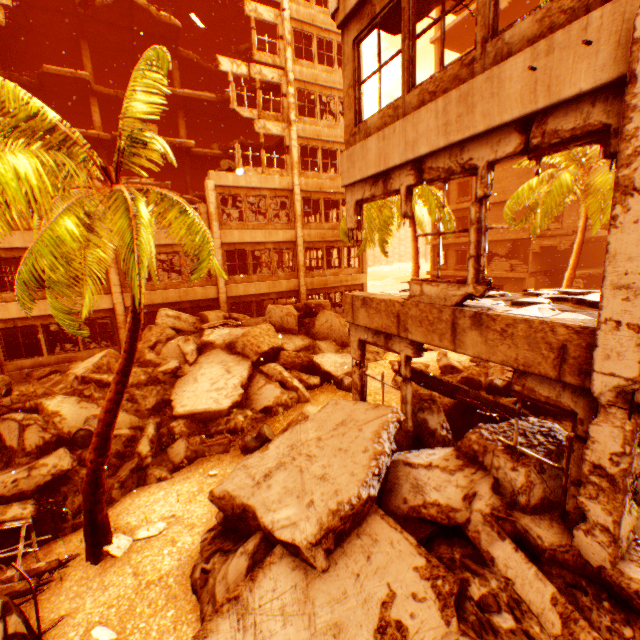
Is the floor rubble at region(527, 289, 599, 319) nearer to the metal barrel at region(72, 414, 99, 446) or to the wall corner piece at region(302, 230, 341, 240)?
the metal barrel at region(72, 414, 99, 446)

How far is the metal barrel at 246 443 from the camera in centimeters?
910cm

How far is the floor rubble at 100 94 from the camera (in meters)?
19.28

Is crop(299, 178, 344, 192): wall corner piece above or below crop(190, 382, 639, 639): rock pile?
above

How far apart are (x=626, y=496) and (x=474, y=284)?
2.8 meters

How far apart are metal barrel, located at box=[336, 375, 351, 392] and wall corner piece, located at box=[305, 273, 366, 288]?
9.8m

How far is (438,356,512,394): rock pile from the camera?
10.0m

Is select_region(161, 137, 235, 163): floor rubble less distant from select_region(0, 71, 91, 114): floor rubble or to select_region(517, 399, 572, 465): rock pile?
select_region(0, 71, 91, 114): floor rubble
